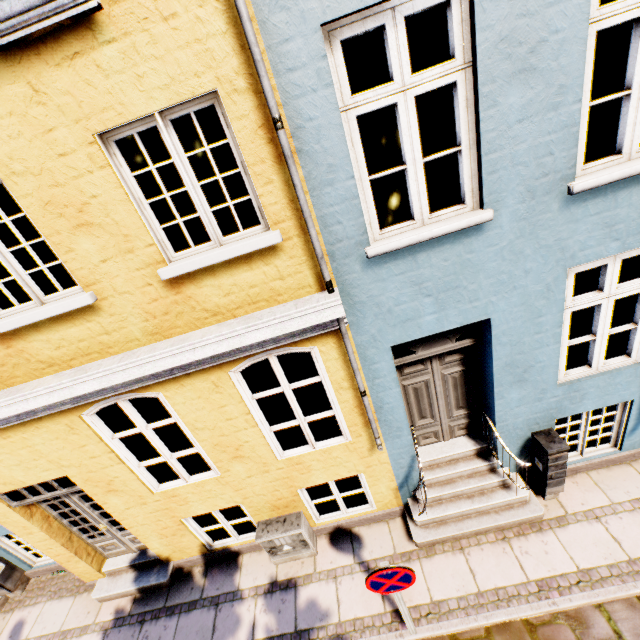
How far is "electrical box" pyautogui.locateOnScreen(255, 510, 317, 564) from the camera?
5.0m

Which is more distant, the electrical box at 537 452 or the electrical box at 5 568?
the electrical box at 5 568

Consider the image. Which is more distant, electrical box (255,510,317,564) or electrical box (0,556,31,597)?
electrical box (0,556,31,597)

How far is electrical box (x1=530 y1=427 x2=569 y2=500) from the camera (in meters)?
4.46

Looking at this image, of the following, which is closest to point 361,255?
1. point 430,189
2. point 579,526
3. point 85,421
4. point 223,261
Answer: point 223,261

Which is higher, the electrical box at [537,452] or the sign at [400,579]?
the sign at [400,579]

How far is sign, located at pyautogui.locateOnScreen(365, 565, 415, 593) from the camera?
3.3 meters

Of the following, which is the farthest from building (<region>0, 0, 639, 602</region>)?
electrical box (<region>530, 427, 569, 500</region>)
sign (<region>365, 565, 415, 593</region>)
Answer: sign (<region>365, 565, 415, 593</region>)
